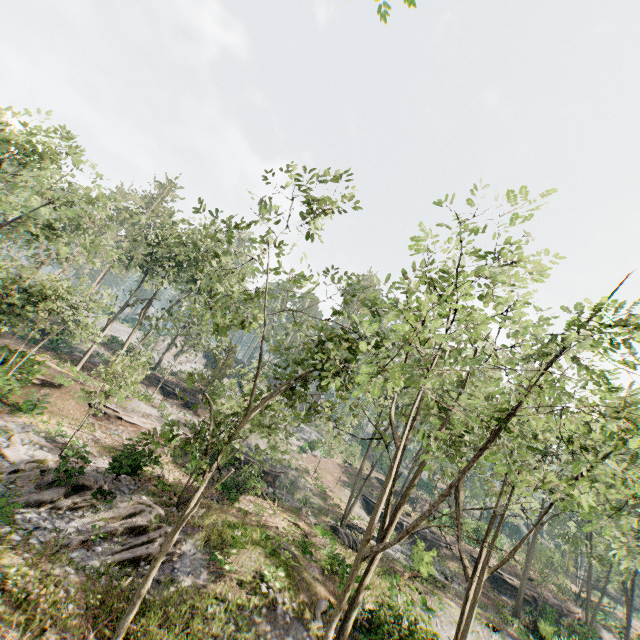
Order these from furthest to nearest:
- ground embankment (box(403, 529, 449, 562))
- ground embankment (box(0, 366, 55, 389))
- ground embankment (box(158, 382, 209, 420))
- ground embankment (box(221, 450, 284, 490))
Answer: ground embankment (box(158, 382, 209, 420))
ground embankment (box(221, 450, 284, 490))
ground embankment (box(403, 529, 449, 562))
ground embankment (box(0, 366, 55, 389))

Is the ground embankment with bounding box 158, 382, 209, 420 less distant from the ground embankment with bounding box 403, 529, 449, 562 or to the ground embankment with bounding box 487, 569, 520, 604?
the ground embankment with bounding box 403, 529, 449, 562

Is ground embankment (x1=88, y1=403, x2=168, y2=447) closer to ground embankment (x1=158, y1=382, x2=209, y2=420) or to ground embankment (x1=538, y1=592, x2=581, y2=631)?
ground embankment (x1=158, y1=382, x2=209, y2=420)

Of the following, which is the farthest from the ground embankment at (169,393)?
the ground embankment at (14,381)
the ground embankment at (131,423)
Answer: the ground embankment at (14,381)

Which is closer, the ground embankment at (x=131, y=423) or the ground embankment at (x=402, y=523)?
the ground embankment at (x=131, y=423)

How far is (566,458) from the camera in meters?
19.0 m

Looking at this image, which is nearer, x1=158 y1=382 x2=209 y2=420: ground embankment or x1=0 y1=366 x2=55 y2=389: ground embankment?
x1=0 y1=366 x2=55 y2=389: ground embankment

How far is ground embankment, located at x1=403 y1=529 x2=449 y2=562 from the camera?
22.8m
